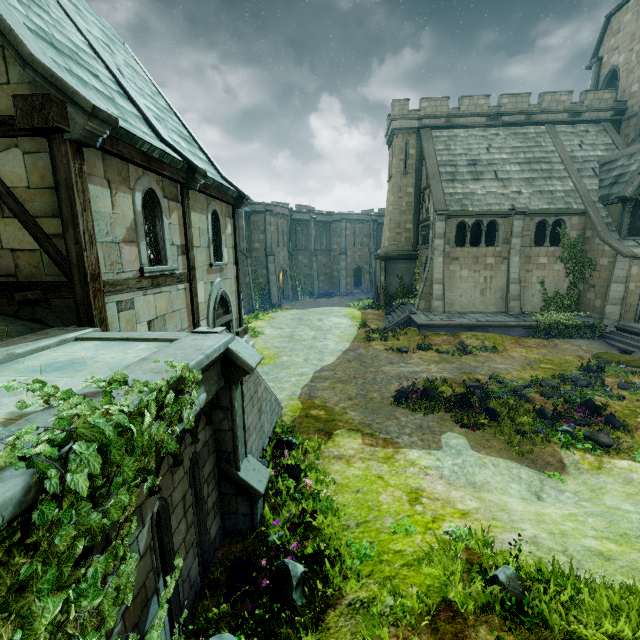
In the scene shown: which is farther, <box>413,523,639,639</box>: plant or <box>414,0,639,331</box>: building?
<box>414,0,639,331</box>: building

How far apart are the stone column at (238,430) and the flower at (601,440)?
8.7m

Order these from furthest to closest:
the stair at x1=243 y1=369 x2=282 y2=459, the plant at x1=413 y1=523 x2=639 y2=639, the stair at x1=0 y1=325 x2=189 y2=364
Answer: the stair at x1=243 y1=369 x2=282 y2=459 → the stair at x1=0 y1=325 x2=189 y2=364 → the plant at x1=413 y1=523 x2=639 y2=639

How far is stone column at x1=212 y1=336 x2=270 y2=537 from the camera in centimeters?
548cm

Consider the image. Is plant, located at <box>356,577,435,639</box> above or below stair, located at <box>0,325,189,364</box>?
below

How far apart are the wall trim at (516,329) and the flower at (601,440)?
9.5m

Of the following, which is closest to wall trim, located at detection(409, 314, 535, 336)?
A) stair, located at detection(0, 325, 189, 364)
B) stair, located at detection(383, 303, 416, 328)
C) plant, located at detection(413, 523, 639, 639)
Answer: stair, located at detection(383, 303, 416, 328)

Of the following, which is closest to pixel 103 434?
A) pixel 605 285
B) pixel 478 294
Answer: pixel 478 294
